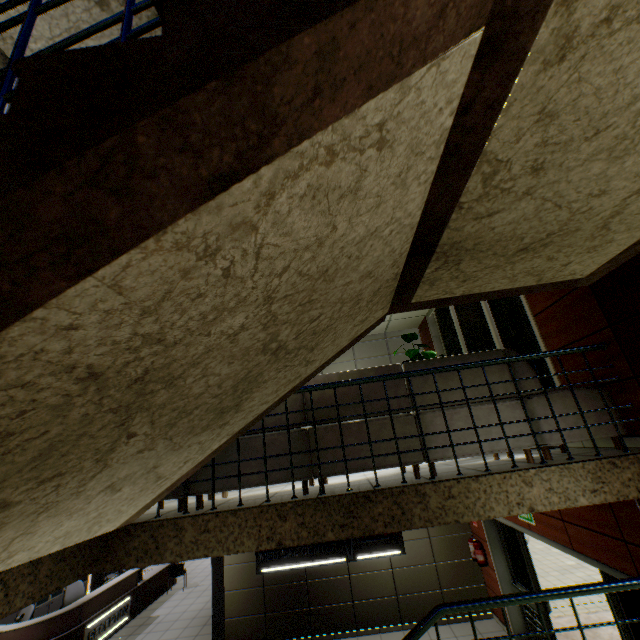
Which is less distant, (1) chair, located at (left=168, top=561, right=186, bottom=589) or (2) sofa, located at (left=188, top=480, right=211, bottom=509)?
(2) sofa, located at (left=188, top=480, right=211, bottom=509)

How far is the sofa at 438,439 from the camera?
3.0 meters

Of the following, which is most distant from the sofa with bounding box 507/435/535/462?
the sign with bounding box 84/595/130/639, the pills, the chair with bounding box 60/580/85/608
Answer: the chair with bounding box 60/580/85/608

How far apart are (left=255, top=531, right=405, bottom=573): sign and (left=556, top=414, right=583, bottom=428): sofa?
4.9m

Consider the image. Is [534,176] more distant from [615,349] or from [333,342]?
[615,349]

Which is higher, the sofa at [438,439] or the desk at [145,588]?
the sofa at [438,439]

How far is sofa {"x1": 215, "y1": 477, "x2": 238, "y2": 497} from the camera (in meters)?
3.03

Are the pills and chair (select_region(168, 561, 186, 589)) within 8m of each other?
no
